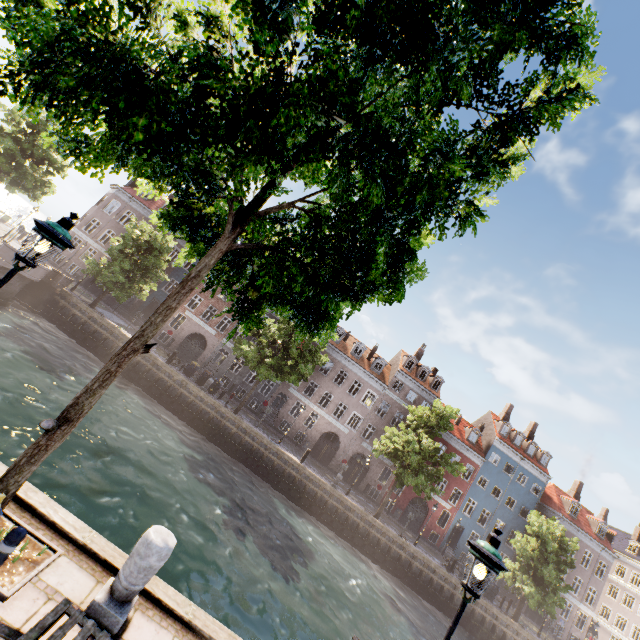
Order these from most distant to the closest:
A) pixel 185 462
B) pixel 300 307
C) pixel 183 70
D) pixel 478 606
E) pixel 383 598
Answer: pixel 478 606, pixel 383 598, pixel 185 462, pixel 300 307, pixel 183 70

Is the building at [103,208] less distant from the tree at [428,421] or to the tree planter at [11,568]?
the tree at [428,421]

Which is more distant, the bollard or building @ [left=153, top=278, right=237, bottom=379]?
building @ [left=153, top=278, right=237, bottom=379]

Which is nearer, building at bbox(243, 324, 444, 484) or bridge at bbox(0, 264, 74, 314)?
bridge at bbox(0, 264, 74, 314)

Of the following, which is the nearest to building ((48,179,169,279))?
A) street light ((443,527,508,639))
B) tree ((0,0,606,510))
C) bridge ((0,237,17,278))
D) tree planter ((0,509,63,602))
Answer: tree ((0,0,606,510))

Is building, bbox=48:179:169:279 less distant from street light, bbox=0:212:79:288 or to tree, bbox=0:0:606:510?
tree, bbox=0:0:606:510

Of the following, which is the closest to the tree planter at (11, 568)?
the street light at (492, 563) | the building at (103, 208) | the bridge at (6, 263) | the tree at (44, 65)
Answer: the tree at (44, 65)

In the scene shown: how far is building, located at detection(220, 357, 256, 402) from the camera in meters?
34.2 m
